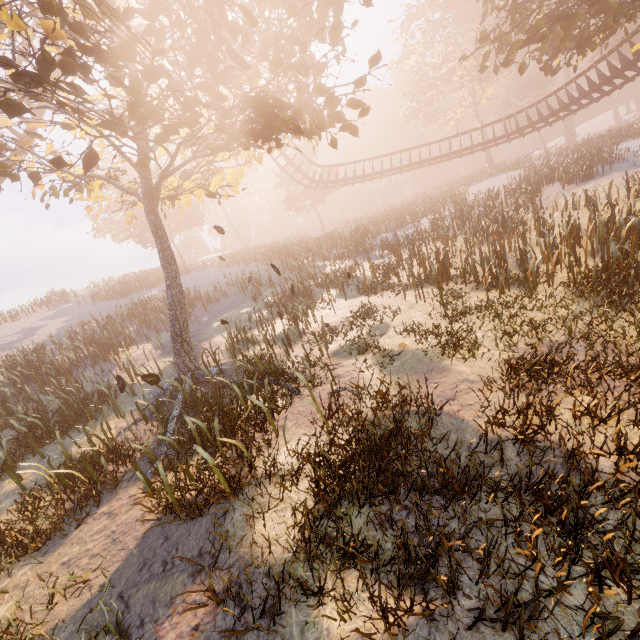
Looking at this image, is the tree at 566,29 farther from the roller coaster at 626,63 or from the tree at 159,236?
the tree at 159,236

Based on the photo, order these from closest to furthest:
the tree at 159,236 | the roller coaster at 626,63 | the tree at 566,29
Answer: the tree at 159,236 < the tree at 566,29 < the roller coaster at 626,63

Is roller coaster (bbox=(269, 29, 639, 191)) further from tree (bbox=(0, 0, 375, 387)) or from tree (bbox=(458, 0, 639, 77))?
tree (bbox=(0, 0, 375, 387))

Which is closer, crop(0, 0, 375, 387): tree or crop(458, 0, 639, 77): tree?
crop(0, 0, 375, 387): tree

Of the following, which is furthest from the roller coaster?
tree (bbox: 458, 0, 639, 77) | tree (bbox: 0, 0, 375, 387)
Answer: tree (bbox: 0, 0, 375, 387)

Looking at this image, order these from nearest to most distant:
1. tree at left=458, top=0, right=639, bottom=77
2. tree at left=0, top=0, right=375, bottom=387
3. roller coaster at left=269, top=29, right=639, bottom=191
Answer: tree at left=0, top=0, right=375, bottom=387 < tree at left=458, top=0, right=639, bottom=77 < roller coaster at left=269, top=29, right=639, bottom=191

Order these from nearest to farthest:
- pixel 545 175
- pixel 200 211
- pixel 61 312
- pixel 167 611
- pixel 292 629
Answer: pixel 292 629 → pixel 167 611 → pixel 545 175 → pixel 61 312 → pixel 200 211
